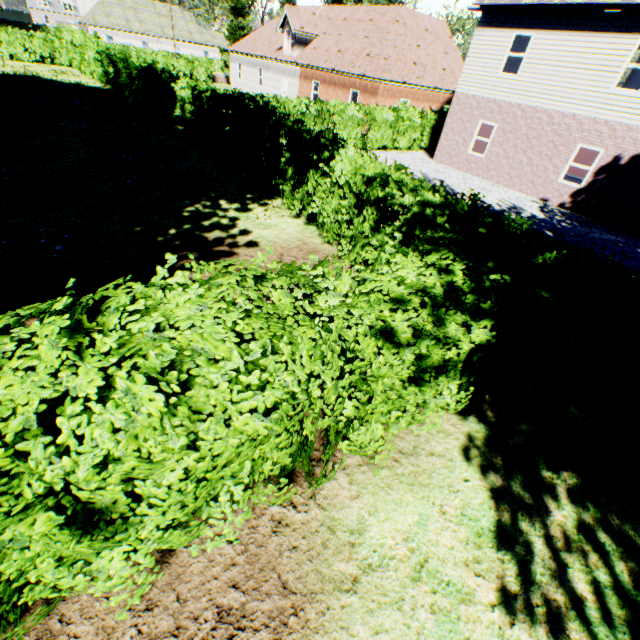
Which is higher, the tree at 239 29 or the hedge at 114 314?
the tree at 239 29

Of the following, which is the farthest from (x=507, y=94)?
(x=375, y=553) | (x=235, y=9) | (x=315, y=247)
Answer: (x=235, y=9)

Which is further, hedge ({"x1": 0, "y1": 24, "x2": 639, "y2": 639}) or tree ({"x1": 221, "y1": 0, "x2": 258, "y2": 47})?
tree ({"x1": 221, "y1": 0, "x2": 258, "y2": 47})

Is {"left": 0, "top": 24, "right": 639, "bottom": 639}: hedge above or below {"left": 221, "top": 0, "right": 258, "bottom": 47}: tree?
below

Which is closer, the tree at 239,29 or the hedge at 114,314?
the hedge at 114,314
